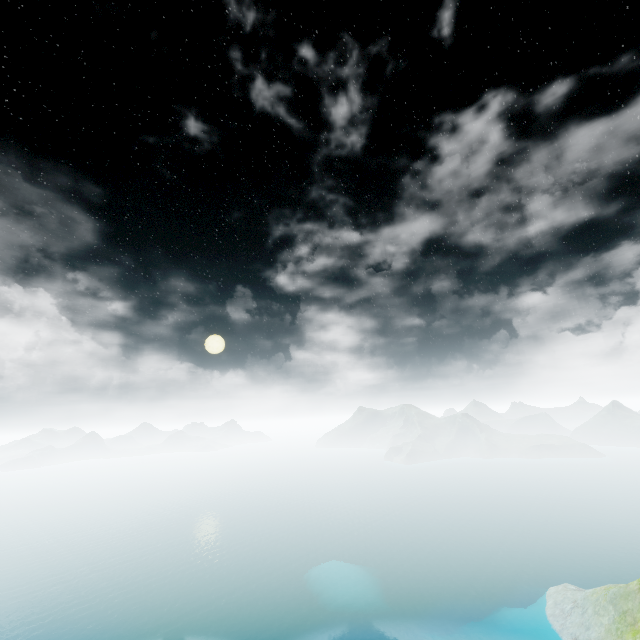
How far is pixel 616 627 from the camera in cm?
5238
